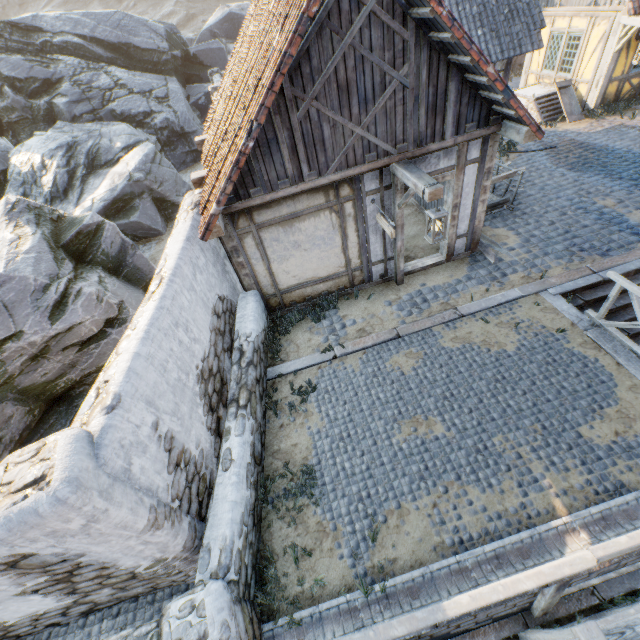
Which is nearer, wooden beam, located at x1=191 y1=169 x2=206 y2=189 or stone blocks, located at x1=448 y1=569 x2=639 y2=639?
stone blocks, located at x1=448 y1=569 x2=639 y2=639

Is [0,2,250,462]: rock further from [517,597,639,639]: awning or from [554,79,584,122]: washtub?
[517,597,639,639]: awning

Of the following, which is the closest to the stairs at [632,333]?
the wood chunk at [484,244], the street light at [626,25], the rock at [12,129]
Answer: the wood chunk at [484,244]

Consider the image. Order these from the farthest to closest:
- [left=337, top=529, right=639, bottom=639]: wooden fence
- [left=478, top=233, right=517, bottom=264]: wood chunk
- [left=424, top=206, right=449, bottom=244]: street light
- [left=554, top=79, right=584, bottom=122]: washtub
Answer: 1. [left=554, top=79, right=584, bottom=122]: washtub
2. [left=478, top=233, right=517, bottom=264]: wood chunk
3. [left=424, top=206, right=449, bottom=244]: street light
4. [left=337, top=529, right=639, bottom=639]: wooden fence

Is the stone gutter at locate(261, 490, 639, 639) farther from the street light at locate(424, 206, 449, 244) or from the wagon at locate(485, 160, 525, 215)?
the wagon at locate(485, 160, 525, 215)

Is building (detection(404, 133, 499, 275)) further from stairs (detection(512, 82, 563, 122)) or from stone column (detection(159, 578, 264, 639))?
stone column (detection(159, 578, 264, 639))

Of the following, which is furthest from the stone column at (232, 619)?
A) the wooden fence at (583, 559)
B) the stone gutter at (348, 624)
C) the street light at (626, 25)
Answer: the street light at (626, 25)

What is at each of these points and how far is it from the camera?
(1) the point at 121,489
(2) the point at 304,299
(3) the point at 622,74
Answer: (1) stone column, 2.98m
(2) building, 7.96m
(3) building, 11.81m
